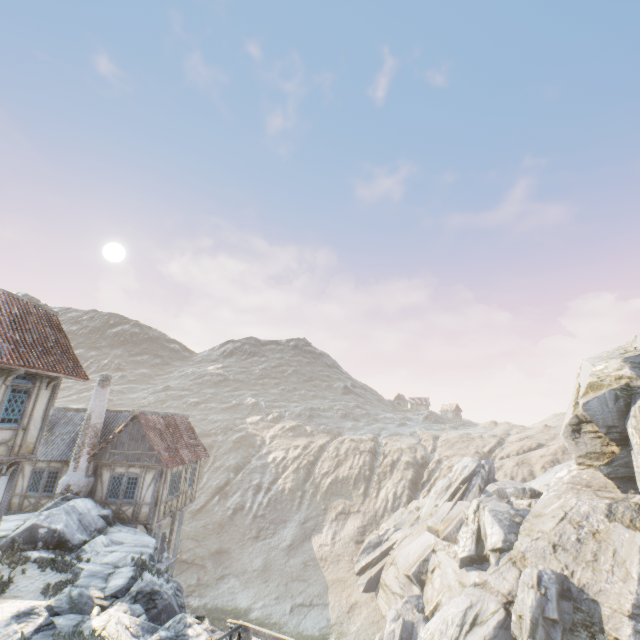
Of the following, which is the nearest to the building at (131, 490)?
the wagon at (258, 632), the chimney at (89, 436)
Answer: the chimney at (89, 436)

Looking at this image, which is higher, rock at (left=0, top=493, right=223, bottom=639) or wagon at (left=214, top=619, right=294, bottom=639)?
wagon at (left=214, top=619, right=294, bottom=639)

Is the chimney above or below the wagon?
above

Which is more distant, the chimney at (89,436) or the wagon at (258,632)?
the chimney at (89,436)

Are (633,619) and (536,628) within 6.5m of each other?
yes

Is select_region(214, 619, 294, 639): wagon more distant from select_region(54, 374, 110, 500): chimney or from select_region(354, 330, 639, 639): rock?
select_region(54, 374, 110, 500): chimney

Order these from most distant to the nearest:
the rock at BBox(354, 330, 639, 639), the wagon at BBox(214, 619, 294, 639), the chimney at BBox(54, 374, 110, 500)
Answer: the chimney at BBox(54, 374, 110, 500), the rock at BBox(354, 330, 639, 639), the wagon at BBox(214, 619, 294, 639)

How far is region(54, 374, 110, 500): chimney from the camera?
17.7m
